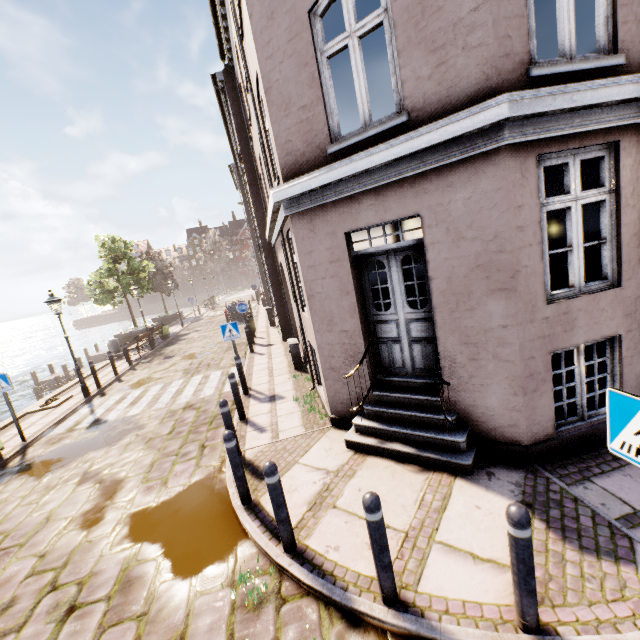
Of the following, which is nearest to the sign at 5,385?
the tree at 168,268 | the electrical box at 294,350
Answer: the electrical box at 294,350

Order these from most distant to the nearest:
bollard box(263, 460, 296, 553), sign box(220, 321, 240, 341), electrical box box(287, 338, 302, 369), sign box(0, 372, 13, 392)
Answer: electrical box box(287, 338, 302, 369)
sign box(220, 321, 240, 341)
sign box(0, 372, 13, 392)
bollard box(263, 460, 296, 553)

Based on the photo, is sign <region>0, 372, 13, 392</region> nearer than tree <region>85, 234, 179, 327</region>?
Yes

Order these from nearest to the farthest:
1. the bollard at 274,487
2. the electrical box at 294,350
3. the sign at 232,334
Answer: the bollard at 274,487, the sign at 232,334, the electrical box at 294,350

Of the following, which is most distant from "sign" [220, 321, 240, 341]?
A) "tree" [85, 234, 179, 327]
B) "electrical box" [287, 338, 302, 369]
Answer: "tree" [85, 234, 179, 327]

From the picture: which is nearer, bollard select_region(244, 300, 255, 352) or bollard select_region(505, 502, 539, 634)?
bollard select_region(505, 502, 539, 634)

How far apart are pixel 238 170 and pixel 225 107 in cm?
990

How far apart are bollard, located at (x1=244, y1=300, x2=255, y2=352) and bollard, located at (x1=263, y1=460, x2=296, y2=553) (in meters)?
12.64
